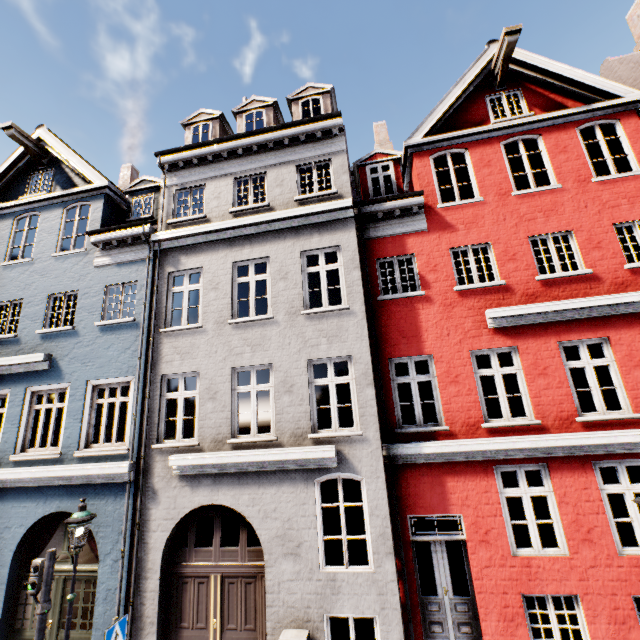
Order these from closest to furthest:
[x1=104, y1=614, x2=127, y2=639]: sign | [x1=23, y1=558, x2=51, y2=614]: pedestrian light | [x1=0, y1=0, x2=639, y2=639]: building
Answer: [x1=104, y1=614, x2=127, y2=639]: sign → [x1=23, y1=558, x2=51, y2=614]: pedestrian light → [x1=0, y1=0, x2=639, y2=639]: building

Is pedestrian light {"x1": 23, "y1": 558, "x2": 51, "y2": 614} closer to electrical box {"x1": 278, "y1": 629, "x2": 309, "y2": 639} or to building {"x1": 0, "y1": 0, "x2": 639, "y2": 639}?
building {"x1": 0, "y1": 0, "x2": 639, "y2": 639}

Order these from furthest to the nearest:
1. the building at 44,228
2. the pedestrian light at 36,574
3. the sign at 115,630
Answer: the building at 44,228 < the pedestrian light at 36,574 < the sign at 115,630

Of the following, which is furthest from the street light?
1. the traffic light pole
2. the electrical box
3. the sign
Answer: the electrical box

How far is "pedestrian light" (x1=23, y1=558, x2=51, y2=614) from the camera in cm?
604

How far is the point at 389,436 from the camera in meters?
7.8

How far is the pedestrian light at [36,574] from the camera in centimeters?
604cm

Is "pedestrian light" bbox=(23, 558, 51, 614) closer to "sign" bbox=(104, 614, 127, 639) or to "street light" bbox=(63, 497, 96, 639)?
"street light" bbox=(63, 497, 96, 639)
